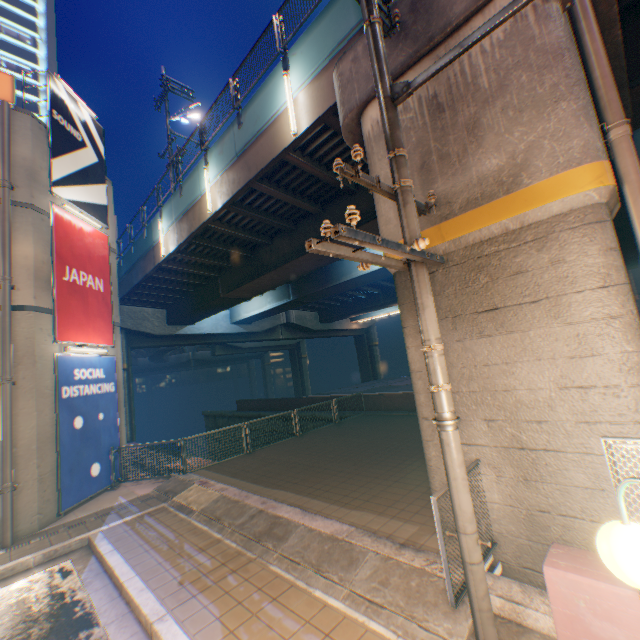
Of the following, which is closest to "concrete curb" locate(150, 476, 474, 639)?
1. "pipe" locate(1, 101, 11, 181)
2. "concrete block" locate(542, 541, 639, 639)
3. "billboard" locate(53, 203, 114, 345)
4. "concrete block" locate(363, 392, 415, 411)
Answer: "concrete block" locate(542, 541, 639, 639)

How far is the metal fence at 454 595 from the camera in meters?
3.6

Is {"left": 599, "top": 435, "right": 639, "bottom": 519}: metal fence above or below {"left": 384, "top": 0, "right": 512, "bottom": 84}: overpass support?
below

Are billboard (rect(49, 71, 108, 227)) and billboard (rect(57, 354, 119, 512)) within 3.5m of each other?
no

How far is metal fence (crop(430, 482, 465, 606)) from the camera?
3.6m

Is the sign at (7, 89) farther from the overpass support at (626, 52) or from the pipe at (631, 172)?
the pipe at (631, 172)

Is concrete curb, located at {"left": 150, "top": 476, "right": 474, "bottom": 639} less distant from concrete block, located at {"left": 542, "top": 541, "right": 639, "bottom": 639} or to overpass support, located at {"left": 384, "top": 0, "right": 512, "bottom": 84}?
concrete block, located at {"left": 542, "top": 541, "right": 639, "bottom": 639}

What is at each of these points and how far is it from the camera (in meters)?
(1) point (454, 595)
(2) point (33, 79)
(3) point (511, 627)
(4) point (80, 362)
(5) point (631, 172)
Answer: (1) metal fence, 3.72
(2) building, 33.75
(3) concrete curb, 3.48
(4) billboard, 10.09
(5) pipe, 3.95
